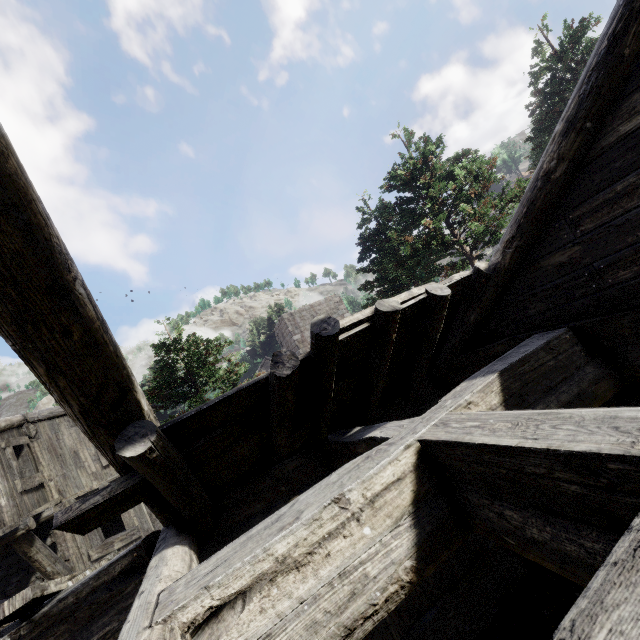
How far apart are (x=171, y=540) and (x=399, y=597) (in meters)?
2.17
